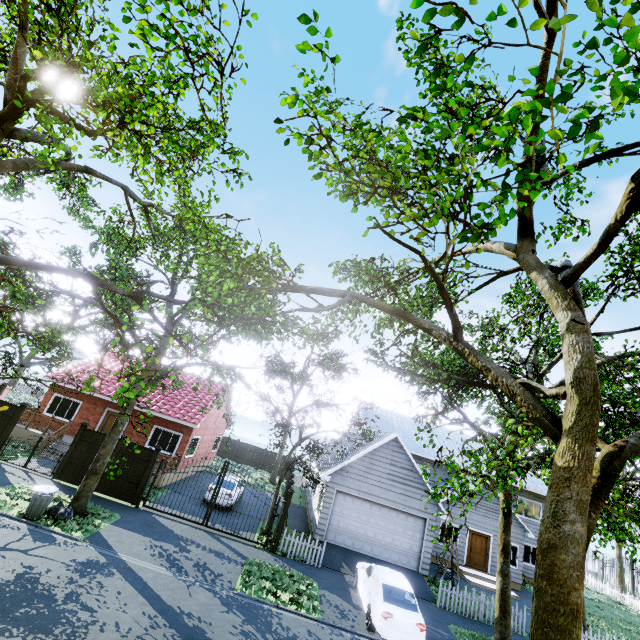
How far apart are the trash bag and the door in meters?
22.1

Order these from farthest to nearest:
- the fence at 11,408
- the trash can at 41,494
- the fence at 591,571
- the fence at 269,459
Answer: the fence at 269,459 < the fence at 591,571 < the fence at 11,408 < the trash can at 41,494

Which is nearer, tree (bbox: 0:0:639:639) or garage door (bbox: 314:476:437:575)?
tree (bbox: 0:0:639:639)

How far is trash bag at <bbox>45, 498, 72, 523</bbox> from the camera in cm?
1133

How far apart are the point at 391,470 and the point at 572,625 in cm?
1518

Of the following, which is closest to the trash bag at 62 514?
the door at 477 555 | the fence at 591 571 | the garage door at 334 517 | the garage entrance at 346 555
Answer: the garage entrance at 346 555

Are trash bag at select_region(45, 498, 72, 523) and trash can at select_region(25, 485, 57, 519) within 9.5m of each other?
yes

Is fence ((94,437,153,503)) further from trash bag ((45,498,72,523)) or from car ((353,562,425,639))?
trash bag ((45,498,72,523))
